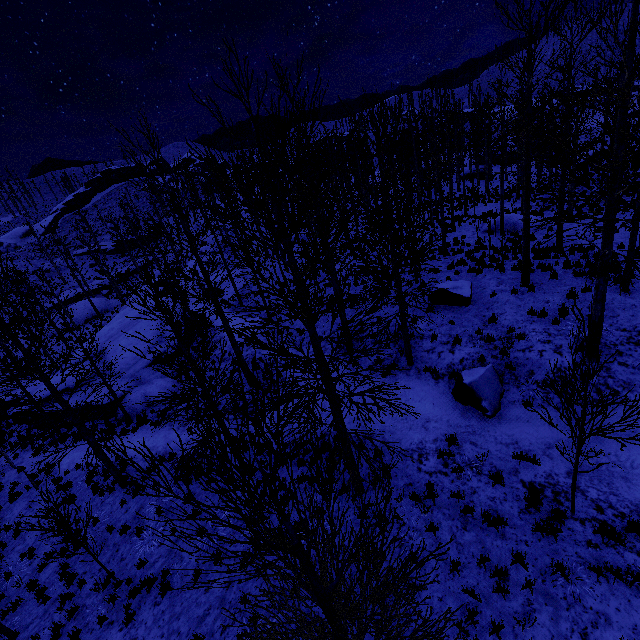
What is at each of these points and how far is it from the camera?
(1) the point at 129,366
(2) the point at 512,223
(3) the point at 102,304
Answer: (1) rock, 22.12m
(2) rock, 20.83m
(3) rock, 42.50m

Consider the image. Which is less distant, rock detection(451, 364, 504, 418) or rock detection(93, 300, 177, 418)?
rock detection(451, 364, 504, 418)

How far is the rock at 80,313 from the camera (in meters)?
40.53

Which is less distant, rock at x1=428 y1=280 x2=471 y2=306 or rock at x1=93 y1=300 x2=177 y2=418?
rock at x1=428 y1=280 x2=471 y2=306

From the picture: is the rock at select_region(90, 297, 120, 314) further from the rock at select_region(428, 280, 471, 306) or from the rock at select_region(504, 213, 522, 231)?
the rock at select_region(504, 213, 522, 231)

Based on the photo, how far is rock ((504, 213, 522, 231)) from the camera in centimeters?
2042cm

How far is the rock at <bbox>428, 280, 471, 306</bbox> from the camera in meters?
13.0

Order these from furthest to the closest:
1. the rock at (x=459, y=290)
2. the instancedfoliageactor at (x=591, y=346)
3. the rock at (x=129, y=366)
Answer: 1. the rock at (x=129, y=366)
2. the rock at (x=459, y=290)
3. the instancedfoliageactor at (x=591, y=346)
